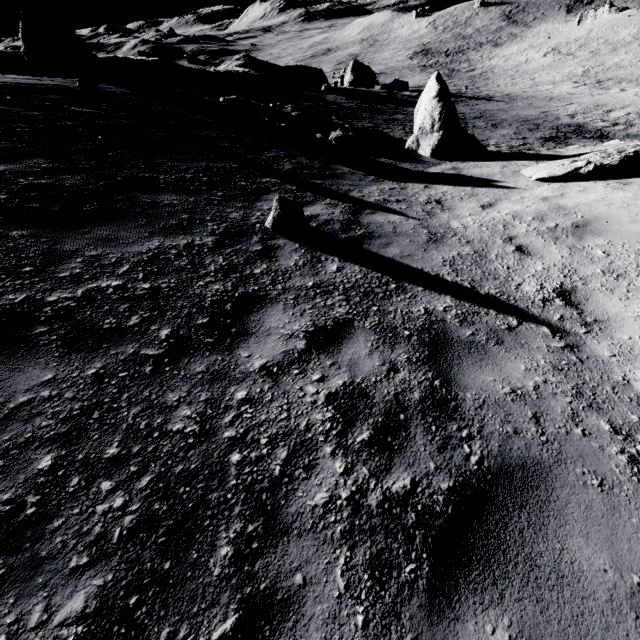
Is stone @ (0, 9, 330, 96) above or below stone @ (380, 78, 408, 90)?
above

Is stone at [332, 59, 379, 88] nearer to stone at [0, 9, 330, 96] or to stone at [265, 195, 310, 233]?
stone at [0, 9, 330, 96]

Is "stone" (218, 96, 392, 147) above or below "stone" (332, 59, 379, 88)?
above

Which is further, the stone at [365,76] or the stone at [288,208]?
the stone at [365,76]

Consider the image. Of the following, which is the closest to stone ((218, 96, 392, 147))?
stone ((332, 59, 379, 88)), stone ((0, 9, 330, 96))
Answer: stone ((0, 9, 330, 96))

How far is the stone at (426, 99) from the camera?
11.9m

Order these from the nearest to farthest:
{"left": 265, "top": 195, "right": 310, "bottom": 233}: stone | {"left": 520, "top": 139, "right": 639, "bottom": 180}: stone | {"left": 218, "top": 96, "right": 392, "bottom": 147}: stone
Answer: {"left": 265, "top": 195, "right": 310, "bottom": 233}: stone < {"left": 520, "top": 139, "right": 639, "bottom": 180}: stone < {"left": 218, "top": 96, "right": 392, "bottom": 147}: stone

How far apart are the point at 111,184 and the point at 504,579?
7.2 meters
